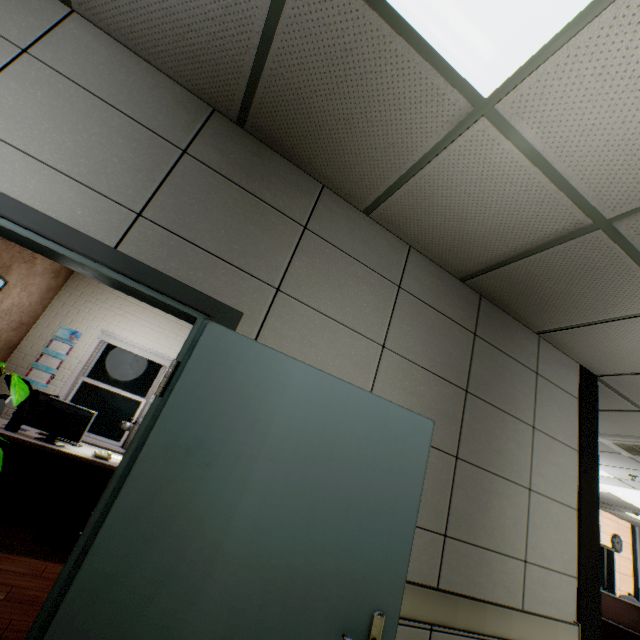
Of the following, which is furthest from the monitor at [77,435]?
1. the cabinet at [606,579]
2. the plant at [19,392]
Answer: the cabinet at [606,579]

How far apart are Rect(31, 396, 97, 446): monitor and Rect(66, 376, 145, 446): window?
2.25m

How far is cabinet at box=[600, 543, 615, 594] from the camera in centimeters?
953cm

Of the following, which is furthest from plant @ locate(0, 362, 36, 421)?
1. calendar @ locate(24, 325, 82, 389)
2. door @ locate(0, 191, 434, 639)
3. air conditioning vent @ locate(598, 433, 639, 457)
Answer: air conditioning vent @ locate(598, 433, 639, 457)

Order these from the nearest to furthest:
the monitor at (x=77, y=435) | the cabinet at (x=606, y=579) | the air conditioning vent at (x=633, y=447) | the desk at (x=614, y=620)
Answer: the monitor at (x=77, y=435), the air conditioning vent at (x=633, y=447), the desk at (x=614, y=620), the cabinet at (x=606, y=579)

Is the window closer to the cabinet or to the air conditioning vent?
the air conditioning vent

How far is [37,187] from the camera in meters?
1.5 m

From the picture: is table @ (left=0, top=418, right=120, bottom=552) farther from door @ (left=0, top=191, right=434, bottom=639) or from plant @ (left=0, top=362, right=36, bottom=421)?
door @ (left=0, top=191, right=434, bottom=639)
